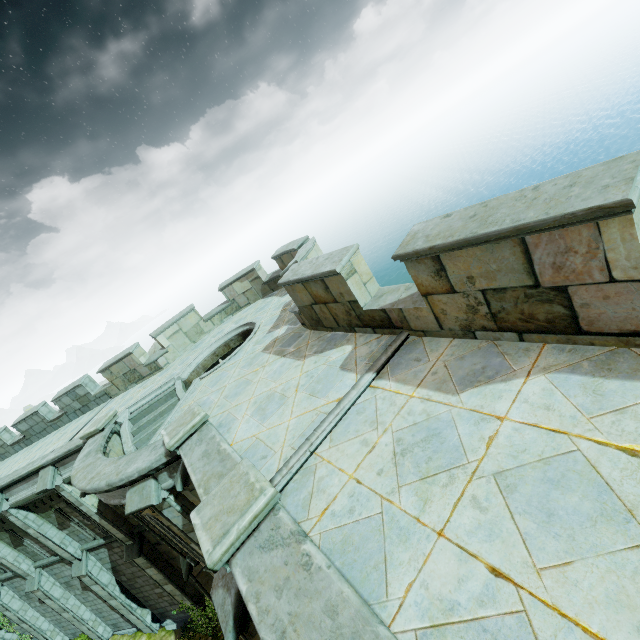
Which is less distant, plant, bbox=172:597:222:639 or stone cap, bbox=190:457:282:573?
stone cap, bbox=190:457:282:573

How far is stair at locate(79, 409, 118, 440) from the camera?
10.6 meters

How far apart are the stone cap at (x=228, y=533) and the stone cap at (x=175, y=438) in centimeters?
242cm

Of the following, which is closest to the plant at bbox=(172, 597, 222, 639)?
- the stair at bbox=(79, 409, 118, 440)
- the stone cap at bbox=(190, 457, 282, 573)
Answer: the stair at bbox=(79, 409, 118, 440)

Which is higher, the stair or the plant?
the stair

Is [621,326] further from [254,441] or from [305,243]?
[305,243]

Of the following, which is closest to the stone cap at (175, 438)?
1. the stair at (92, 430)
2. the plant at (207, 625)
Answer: the stair at (92, 430)

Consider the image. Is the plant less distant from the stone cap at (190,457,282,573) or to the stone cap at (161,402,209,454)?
the stone cap at (161,402,209,454)
